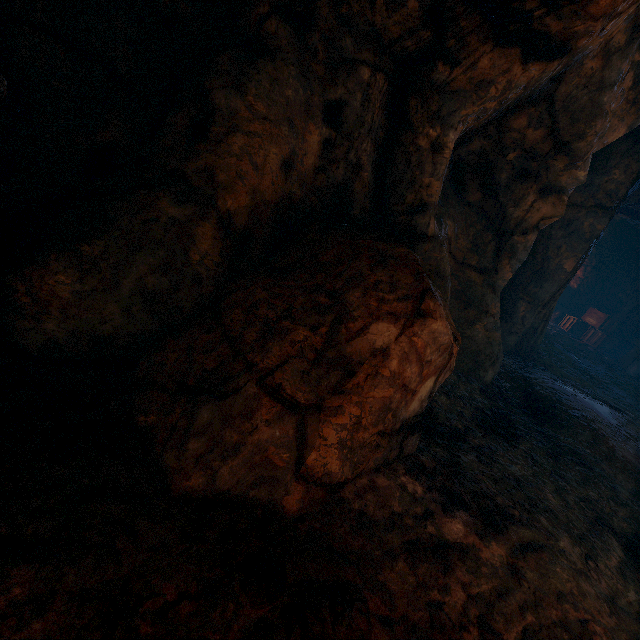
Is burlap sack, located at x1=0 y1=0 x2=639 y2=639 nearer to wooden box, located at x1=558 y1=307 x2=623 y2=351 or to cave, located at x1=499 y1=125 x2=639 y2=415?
cave, located at x1=499 y1=125 x2=639 y2=415

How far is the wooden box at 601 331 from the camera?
12.2m

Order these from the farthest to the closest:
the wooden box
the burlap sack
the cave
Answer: the wooden box → the cave → the burlap sack

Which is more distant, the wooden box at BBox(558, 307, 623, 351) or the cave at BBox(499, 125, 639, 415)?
the wooden box at BBox(558, 307, 623, 351)

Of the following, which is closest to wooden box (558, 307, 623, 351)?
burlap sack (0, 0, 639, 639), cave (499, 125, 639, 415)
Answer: cave (499, 125, 639, 415)

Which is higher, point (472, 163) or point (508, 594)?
point (472, 163)

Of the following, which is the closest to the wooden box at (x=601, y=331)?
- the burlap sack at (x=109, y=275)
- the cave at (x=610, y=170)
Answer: the cave at (x=610, y=170)
